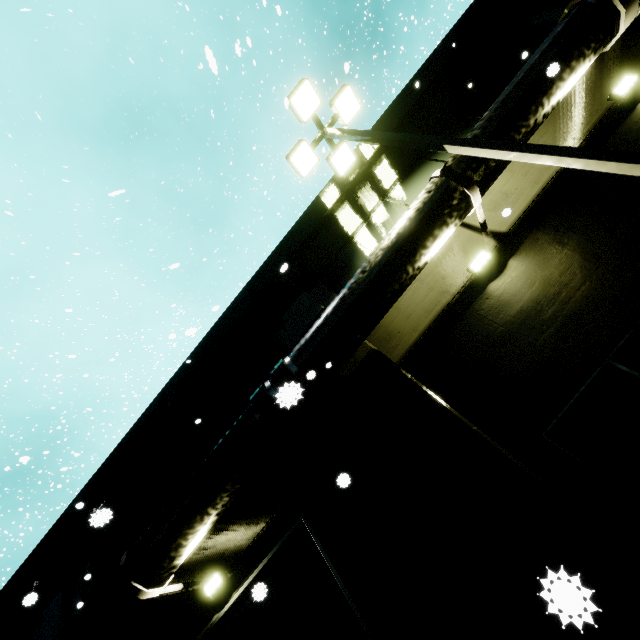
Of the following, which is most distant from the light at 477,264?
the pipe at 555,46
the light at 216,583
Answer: the light at 216,583

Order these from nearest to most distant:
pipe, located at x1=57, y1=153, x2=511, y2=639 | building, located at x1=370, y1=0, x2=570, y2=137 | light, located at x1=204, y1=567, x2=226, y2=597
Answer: pipe, located at x1=57, y1=153, x2=511, y2=639 < light, located at x1=204, y1=567, x2=226, y2=597 < building, located at x1=370, y1=0, x2=570, y2=137

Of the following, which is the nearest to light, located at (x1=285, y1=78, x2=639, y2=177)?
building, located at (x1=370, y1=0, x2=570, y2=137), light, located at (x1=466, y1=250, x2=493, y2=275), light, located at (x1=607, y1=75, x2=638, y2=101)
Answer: building, located at (x1=370, y1=0, x2=570, y2=137)

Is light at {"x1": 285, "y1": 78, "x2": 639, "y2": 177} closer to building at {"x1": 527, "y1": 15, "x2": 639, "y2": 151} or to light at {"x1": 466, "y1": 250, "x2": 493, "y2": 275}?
building at {"x1": 527, "y1": 15, "x2": 639, "y2": 151}

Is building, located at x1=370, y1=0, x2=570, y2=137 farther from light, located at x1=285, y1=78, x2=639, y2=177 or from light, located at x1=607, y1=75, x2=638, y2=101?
light, located at x1=285, y1=78, x2=639, y2=177

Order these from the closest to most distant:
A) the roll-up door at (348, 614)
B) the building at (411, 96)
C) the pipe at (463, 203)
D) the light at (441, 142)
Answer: the light at (441, 142) < the roll-up door at (348, 614) < the pipe at (463, 203) < the building at (411, 96)

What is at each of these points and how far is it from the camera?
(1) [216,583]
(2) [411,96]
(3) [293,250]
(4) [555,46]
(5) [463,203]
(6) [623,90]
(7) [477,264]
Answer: (1) light, 6.6m
(2) building, 9.9m
(3) building, 9.9m
(4) pipe, 6.0m
(5) pipe, 6.0m
(6) light, 6.2m
(7) light, 6.4m

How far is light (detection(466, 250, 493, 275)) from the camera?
6.4 meters
